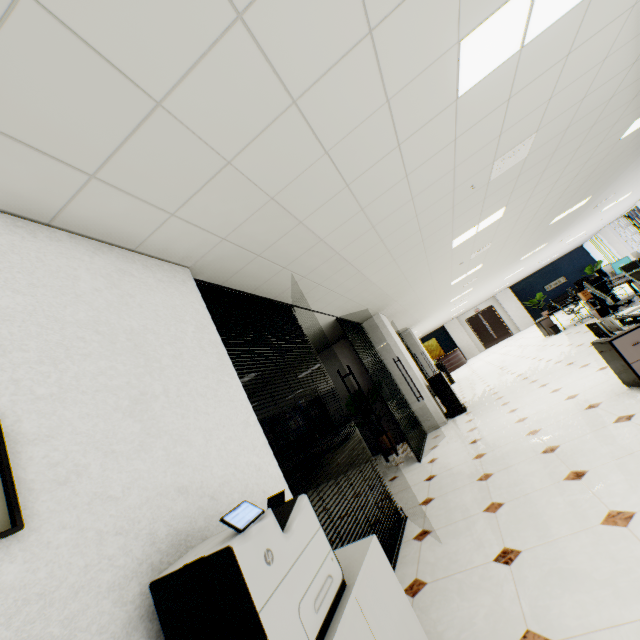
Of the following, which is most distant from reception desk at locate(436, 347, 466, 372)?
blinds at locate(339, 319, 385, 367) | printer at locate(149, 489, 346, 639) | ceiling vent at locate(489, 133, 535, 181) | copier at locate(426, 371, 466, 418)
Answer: printer at locate(149, 489, 346, 639)

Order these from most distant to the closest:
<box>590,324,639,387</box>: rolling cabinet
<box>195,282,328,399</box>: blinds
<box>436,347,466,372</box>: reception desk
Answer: <box>436,347,466,372</box>: reception desk < <box>590,324,639,387</box>: rolling cabinet < <box>195,282,328,399</box>: blinds

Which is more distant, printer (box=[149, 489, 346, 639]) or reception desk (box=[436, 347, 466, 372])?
reception desk (box=[436, 347, 466, 372])

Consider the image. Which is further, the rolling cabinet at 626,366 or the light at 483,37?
the rolling cabinet at 626,366

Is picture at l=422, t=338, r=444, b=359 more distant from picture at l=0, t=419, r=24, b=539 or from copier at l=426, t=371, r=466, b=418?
picture at l=0, t=419, r=24, b=539

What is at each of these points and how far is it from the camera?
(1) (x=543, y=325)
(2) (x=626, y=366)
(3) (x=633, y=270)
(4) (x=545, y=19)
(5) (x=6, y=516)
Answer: (1) rolling cabinet, 11.9 meters
(2) rolling cabinet, 3.6 meters
(3) chair, 6.2 meters
(4) light, 2.1 meters
(5) picture, 1.0 meters

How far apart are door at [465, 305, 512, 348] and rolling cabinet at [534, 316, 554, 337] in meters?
11.2 m

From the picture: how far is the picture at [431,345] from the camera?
24.1m
